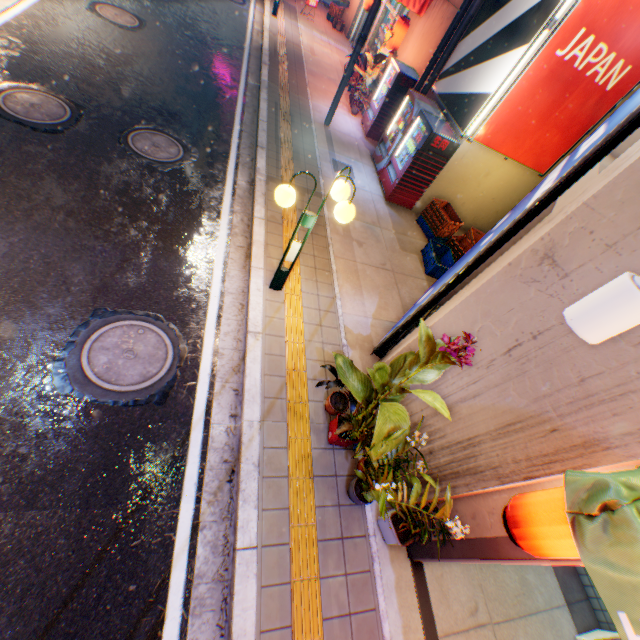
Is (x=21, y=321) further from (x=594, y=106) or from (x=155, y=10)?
(x=155, y=10)

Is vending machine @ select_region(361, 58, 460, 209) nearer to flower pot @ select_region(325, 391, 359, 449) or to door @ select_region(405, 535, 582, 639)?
flower pot @ select_region(325, 391, 359, 449)

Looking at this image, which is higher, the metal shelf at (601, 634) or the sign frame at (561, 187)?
the sign frame at (561, 187)

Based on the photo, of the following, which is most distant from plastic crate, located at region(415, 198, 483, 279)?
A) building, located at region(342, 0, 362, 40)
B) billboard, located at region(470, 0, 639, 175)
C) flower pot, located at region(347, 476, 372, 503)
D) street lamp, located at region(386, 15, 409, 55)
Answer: street lamp, located at region(386, 15, 409, 55)

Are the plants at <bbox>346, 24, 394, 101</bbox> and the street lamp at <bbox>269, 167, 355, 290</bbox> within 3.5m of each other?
no

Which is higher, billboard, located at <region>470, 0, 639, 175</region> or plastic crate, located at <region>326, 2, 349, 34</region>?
billboard, located at <region>470, 0, 639, 175</region>

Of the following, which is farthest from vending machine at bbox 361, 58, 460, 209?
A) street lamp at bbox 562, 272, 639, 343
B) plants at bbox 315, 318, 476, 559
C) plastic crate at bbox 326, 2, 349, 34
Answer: plastic crate at bbox 326, 2, 349, 34

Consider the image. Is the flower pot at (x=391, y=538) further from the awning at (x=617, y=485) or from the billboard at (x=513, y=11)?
the billboard at (x=513, y=11)
